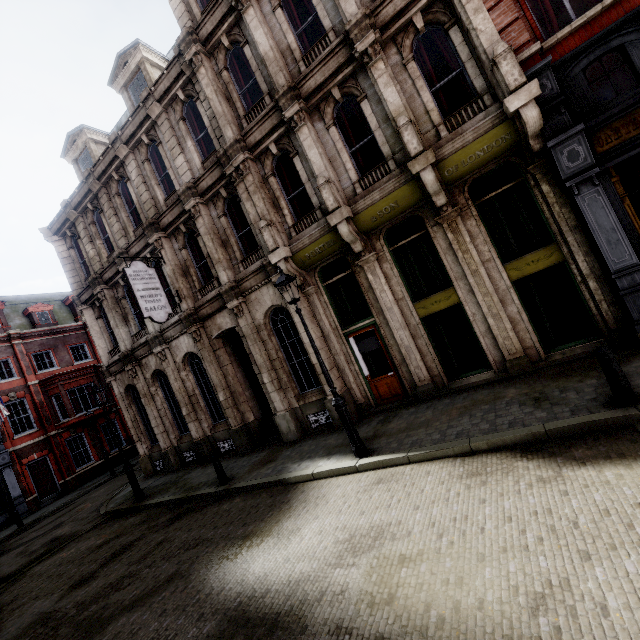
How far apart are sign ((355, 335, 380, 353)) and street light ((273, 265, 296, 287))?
3.05m

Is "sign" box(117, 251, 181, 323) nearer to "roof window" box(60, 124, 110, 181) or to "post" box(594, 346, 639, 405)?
"roof window" box(60, 124, 110, 181)

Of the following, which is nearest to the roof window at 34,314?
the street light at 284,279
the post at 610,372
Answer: the street light at 284,279

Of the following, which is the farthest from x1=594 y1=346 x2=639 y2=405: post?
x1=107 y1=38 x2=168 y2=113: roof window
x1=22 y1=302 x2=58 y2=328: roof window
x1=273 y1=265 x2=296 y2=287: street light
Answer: x1=22 y1=302 x2=58 y2=328: roof window

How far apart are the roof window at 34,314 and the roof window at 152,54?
20.7 meters

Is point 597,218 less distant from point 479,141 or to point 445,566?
point 479,141

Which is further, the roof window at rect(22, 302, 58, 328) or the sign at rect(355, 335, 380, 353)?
the roof window at rect(22, 302, 58, 328)

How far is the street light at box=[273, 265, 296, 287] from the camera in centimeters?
756cm
